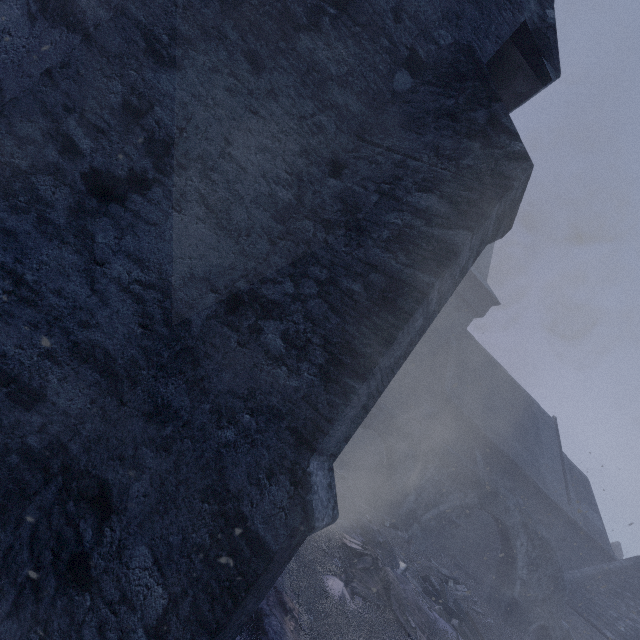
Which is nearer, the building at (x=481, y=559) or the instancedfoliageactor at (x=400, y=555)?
the instancedfoliageactor at (x=400, y=555)

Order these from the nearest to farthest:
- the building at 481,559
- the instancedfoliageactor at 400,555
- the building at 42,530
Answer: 1. the building at 42,530
2. the instancedfoliageactor at 400,555
3. the building at 481,559

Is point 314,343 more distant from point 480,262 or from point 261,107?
point 480,262

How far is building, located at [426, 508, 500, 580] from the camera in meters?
17.2 m

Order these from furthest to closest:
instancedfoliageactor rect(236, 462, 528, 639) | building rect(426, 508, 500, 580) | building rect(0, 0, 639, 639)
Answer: building rect(426, 508, 500, 580)
instancedfoliageactor rect(236, 462, 528, 639)
building rect(0, 0, 639, 639)

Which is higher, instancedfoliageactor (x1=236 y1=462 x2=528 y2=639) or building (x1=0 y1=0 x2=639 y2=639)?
building (x1=0 y1=0 x2=639 y2=639)

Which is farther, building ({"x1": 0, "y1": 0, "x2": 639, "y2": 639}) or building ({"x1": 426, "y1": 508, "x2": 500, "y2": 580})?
building ({"x1": 426, "y1": 508, "x2": 500, "y2": 580})
